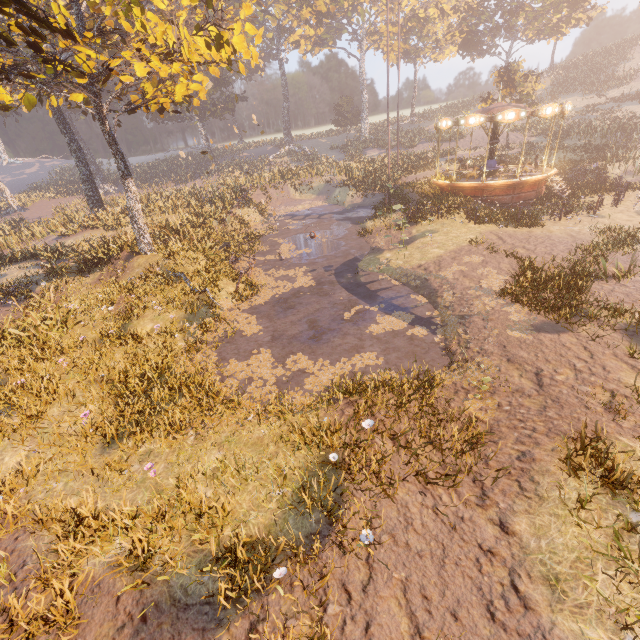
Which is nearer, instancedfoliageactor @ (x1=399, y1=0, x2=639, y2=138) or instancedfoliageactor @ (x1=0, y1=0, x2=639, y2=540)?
instancedfoliageactor @ (x1=0, y1=0, x2=639, y2=540)

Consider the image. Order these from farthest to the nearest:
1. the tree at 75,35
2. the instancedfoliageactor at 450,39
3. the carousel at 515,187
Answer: the instancedfoliageactor at 450,39 < the carousel at 515,187 < the tree at 75,35

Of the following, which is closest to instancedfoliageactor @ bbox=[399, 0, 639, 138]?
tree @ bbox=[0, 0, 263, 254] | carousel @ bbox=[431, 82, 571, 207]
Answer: carousel @ bbox=[431, 82, 571, 207]

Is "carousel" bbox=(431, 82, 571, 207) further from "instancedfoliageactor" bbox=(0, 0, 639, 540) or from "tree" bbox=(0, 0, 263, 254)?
A: "tree" bbox=(0, 0, 263, 254)

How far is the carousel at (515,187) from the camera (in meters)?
18.33

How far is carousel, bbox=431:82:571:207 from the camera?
18.33m

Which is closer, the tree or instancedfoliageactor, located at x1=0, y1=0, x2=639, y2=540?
instancedfoliageactor, located at x1=0, y1=0, x2=639, y2=540

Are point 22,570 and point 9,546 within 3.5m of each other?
yes
